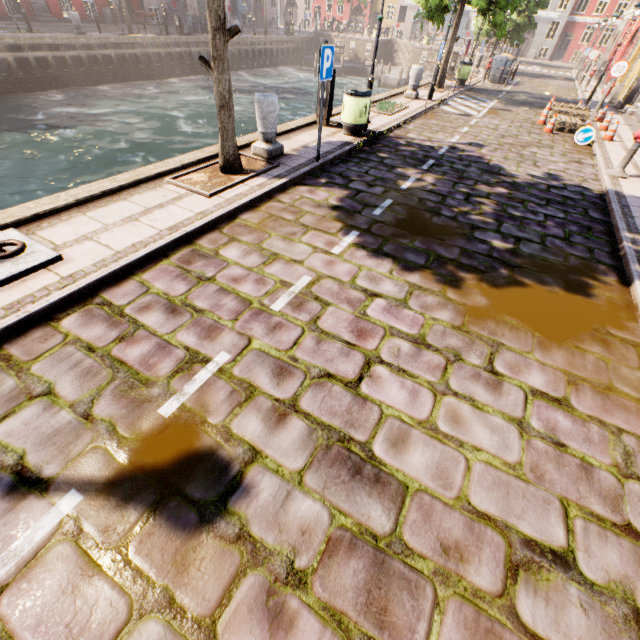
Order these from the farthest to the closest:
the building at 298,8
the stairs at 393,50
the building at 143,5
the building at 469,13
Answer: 1. the building at 298,8
2. the building at 469,13
3. the stairs at 393,50
4. the building at 143,5

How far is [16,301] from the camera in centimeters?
325cm

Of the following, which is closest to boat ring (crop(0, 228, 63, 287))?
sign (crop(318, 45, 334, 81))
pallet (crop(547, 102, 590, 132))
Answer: sign (crop(318, 45, 334, 81))

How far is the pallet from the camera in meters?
11.5 m

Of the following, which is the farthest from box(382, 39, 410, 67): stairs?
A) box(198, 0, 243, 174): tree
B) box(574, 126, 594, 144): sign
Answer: box(574, 126, 594, 144): sign

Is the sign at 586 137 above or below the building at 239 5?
below

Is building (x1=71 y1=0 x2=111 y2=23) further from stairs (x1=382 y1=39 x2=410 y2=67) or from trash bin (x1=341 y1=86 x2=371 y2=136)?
trash bin (x1=341 y1=86 x2=371 y2=136)

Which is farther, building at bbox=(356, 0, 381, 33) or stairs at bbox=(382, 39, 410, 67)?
building at bbox=(356, 0, 381, 33)
